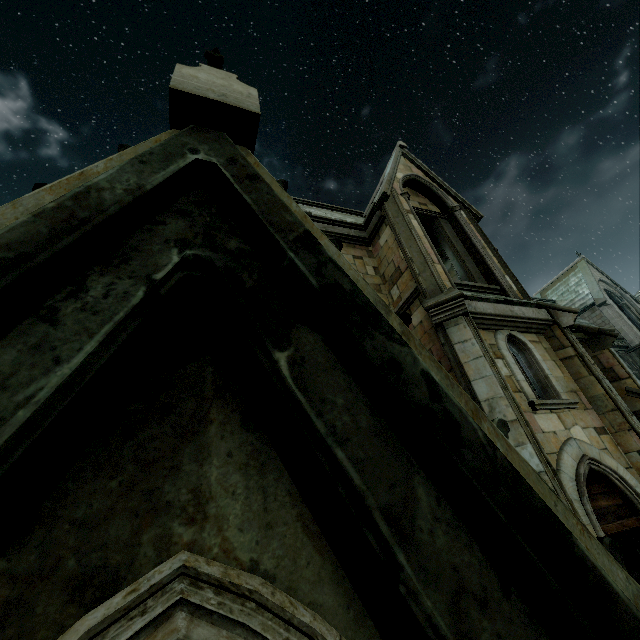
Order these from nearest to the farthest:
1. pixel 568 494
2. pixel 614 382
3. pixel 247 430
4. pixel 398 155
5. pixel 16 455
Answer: pixel 16 455, pixel 247 430, pixel 568 494, pixel 614 382, pixel 398 155
